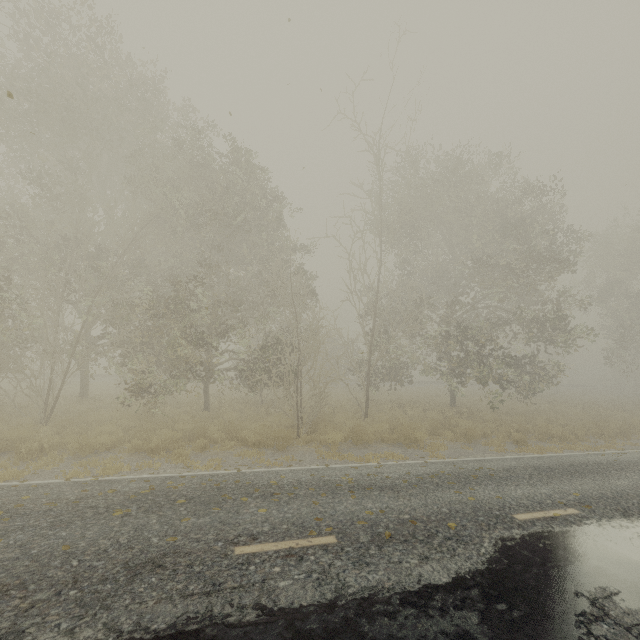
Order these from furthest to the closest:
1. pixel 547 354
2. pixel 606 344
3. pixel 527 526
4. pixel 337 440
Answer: pixel 547 354 < pixel 606 344 < pixel 337 440 < pixel 527 526
